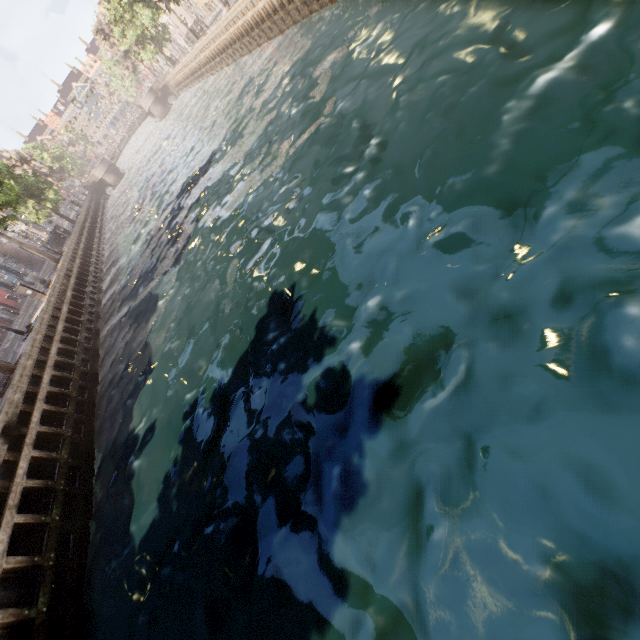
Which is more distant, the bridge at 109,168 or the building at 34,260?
the bridge at 109,168

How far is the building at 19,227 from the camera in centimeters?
4244cm

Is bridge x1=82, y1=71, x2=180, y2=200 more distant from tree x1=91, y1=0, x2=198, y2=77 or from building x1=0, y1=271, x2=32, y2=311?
building x1=0, y1=271, x2=32, y2=311

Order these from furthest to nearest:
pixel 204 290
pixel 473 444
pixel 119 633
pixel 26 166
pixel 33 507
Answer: pixel 26 166 < pixel 204 290 < pixel 33 507 < pixel 119 633 < pixel 473 444

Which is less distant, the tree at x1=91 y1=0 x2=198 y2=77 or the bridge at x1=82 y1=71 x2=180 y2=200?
the tree at x1=91 y1=0 x2=198 y2=77

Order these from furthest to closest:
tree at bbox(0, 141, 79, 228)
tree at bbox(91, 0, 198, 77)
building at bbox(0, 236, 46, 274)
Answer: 1. building at bbox(0, 236, 46, 274)
2. tree at bbox(91, 0, 198, 77)
3. tree at bbox(0, 141, 79, 228)

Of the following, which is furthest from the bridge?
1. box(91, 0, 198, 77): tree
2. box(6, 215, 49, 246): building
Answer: box(6, 215, 49, 246): building
